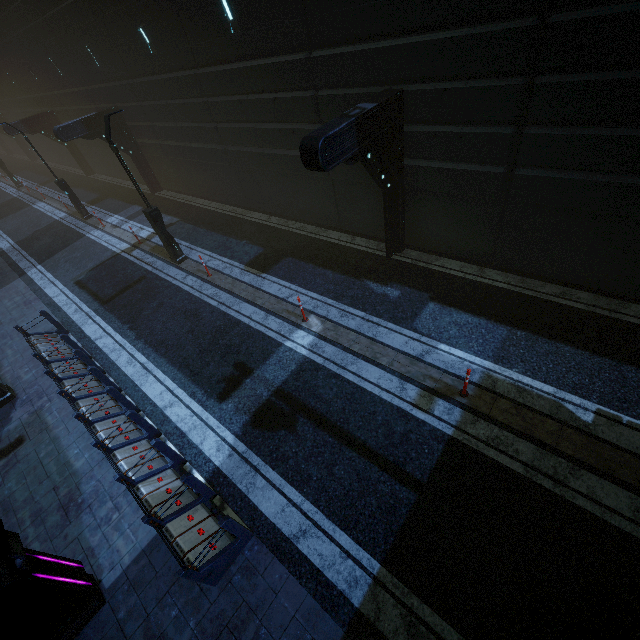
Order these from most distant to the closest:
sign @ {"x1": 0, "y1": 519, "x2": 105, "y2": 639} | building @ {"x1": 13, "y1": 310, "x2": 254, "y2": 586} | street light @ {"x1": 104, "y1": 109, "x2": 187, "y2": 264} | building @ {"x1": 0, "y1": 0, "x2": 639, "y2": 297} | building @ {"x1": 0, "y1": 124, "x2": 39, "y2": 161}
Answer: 1. building @ {"x1": 0, "y1": 124, "x2": 39, "y2": 161}
2. street light @ {"x1": 104, "y1": 109, "x2": 187, "y2": 264}
3. building @ {"x1": 0, "y1": 0, "x2": 639, "y2": 297}
4. building @ {"x1": 13, "y1": 310, "x2": 254, "y2": 586}
5. sign @ {"x1": 0, "y1": 519, "x2": 105, "y2": 639}

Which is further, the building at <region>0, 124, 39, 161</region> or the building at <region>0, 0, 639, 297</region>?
the building at <region>0, 124, 39, 161</region>

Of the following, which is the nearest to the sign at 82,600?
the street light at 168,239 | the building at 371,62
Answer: the building at 371,62

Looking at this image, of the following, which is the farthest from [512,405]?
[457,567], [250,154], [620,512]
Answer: [250,154]

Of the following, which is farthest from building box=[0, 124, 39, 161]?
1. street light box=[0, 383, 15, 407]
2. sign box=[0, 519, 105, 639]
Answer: street light box=[0, 383, 15, 407]

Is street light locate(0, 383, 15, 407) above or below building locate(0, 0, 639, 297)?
below

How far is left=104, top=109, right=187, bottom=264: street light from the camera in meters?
10.8 m

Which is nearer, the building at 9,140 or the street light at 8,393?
the street light at 8,393
